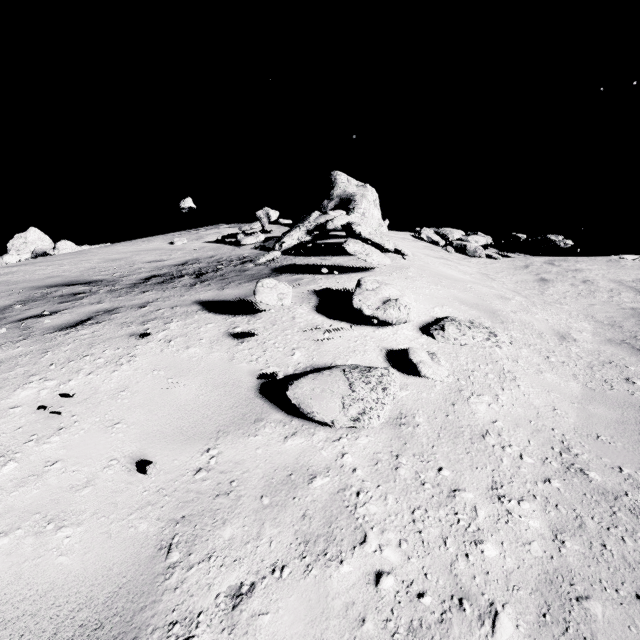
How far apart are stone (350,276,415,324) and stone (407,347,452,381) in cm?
60

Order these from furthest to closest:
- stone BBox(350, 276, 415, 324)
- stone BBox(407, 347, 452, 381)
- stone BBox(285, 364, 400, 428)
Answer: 1. stone BBox(350, 276, 415, 324)
2. stone BBox(407, 347, 452, 381)
3. stone BBox(285, 364, 400, 428)

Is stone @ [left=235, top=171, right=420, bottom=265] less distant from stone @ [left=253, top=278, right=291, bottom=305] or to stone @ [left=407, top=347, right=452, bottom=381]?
stone @ [left=253, top=278, right=291, bottom=305]

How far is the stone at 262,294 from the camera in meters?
3.8

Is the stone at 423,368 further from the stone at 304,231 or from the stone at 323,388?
the stone at 304,231

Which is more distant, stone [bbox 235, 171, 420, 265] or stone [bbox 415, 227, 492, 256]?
stone [bbox 415, 227, 492, 256]

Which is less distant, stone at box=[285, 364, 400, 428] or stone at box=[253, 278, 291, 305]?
stone at box=[285, 364, 400, 428]

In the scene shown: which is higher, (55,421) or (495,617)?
(55,421)
